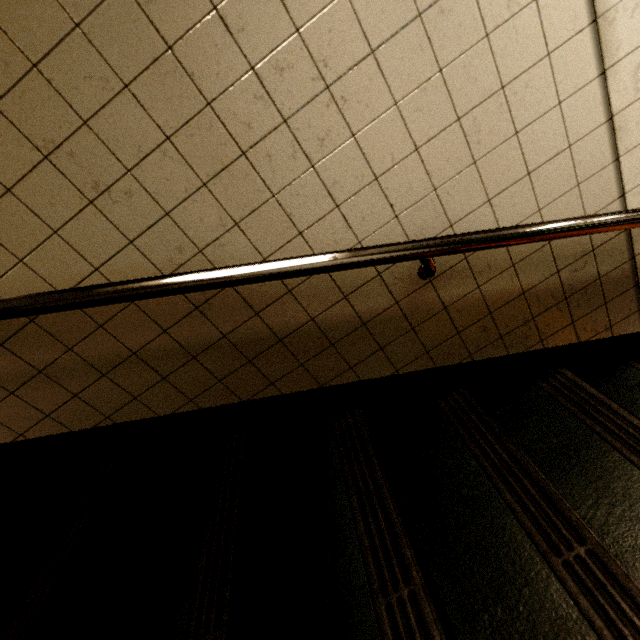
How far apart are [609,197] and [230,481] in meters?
1.7
